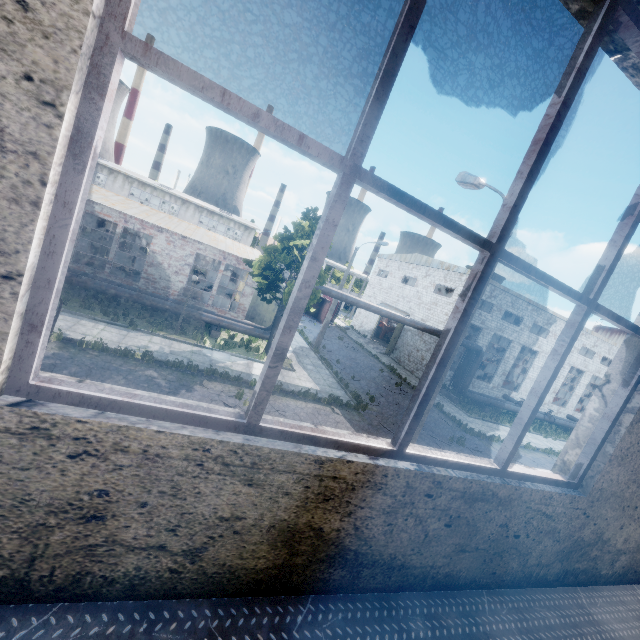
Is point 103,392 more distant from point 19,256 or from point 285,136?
point 285,136

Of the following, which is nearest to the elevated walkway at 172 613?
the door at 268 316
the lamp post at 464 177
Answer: the lamp post at 464 177

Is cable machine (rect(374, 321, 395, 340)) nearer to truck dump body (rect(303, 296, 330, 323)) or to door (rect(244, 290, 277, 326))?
truck dump body (rect(303, 296, 330, 323))

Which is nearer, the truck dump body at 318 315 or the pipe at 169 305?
the pipe at 169 305

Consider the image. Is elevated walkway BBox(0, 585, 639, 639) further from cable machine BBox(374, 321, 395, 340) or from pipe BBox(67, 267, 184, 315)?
cable machine BBox(374, 321, 395, 340)

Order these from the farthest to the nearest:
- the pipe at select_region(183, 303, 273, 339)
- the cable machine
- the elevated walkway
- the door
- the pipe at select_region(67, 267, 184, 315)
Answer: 1. the cable machine
2. the door
3. the pipe at select_region(183, 303, 273, 339)
4. the pipe at select_region(67, 267, 184, 315)
5. the elevated walkway

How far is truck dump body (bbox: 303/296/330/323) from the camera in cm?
3970

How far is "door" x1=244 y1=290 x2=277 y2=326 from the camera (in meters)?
26.25
